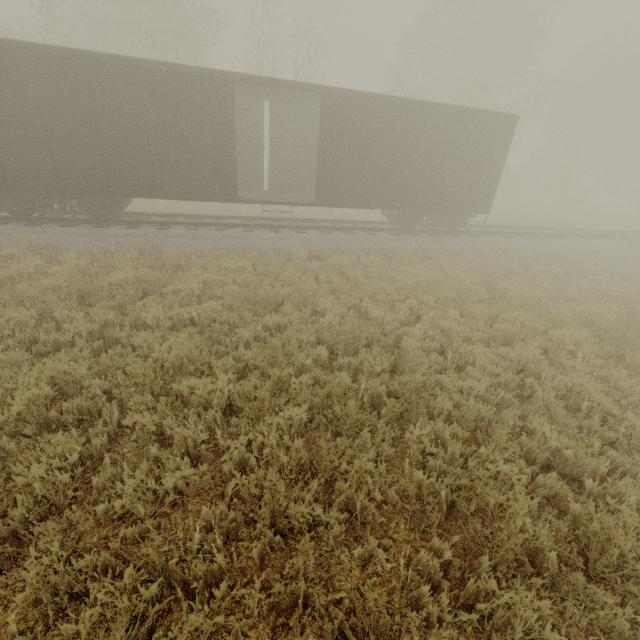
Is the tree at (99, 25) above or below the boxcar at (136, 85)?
above

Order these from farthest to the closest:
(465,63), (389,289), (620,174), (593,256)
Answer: (620,174) < (465,63) < (593,256) < (389,289)

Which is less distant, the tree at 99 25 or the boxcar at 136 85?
the boxcar at 136 85

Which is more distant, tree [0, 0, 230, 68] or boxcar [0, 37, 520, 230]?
tree [0, 0, 230, 68]

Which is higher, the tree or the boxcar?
the tree
